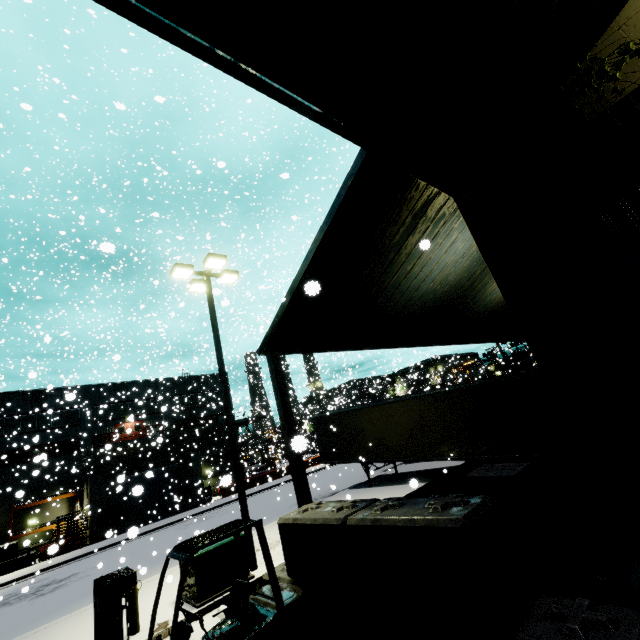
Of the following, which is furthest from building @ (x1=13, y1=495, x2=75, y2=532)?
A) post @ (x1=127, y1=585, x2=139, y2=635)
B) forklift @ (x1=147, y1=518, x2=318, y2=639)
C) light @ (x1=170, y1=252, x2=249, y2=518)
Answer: post @ (x1=127, y1=585, x2=139, y2=635)

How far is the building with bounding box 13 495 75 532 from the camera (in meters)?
28.29

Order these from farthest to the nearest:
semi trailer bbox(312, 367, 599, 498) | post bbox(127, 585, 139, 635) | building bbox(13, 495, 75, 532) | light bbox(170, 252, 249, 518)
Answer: building bbox(13, 495, 75, 532), semi trailer bbox(312, 367, 599, 498), light bbox(170, 252, 249, 518), post bbox(127, 585, 139, 635)

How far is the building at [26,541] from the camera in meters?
19.6 m

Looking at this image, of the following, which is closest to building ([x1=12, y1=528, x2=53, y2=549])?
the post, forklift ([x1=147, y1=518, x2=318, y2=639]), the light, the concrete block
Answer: the concrete block

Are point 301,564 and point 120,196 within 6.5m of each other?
no

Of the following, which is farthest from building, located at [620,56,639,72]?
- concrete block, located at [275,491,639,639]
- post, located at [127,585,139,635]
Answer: post, located at [127,585,139,635]

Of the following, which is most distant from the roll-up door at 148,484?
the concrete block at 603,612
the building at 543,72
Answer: the concrete block at 603,612
